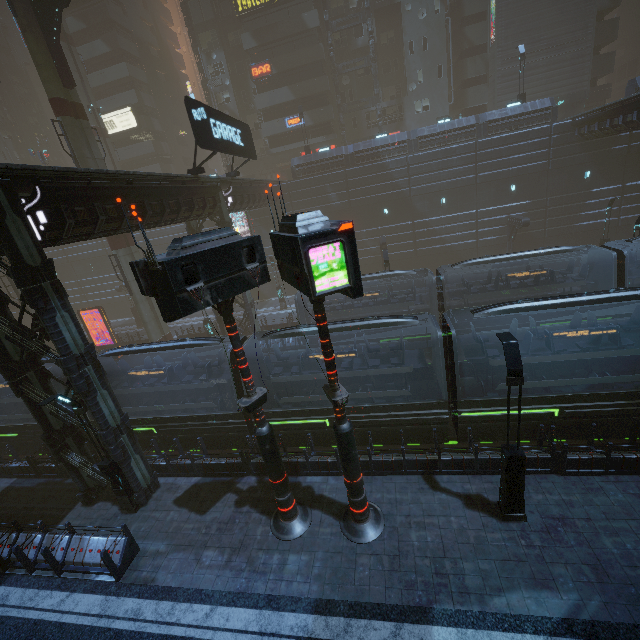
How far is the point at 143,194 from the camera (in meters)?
13.77

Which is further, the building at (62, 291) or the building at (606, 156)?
the building at (606, 156)

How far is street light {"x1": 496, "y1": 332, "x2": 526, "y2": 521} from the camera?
8.0m

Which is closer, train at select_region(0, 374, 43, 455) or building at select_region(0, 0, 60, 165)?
train at select_region(0, 374, 43, 455)

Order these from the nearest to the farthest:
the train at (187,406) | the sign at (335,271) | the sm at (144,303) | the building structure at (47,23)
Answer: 1. the sign at (335,271)
2. the train at (187,406)
3. the building structure at (47,23)
4. the sm at (144,303)

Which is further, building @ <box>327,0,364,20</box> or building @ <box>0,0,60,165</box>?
building @ <box>0,0,60,165</box>

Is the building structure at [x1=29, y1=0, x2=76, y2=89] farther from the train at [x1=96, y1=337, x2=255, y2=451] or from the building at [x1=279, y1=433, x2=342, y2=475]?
the train at [x1=96, y1=337, x2=255, y2=451]

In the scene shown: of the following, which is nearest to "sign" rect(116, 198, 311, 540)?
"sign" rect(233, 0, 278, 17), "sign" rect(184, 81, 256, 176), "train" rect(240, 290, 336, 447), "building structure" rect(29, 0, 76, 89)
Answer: "train" rect(240, 290, 336, 447)
